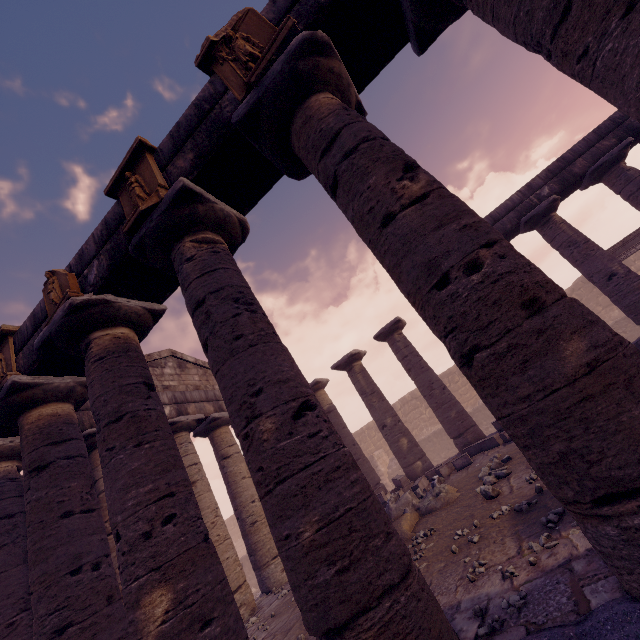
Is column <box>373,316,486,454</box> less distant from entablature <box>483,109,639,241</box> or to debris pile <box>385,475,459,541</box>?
entablature <box>483,109,639,241</box>

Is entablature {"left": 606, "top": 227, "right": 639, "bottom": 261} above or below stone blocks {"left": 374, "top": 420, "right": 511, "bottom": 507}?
above

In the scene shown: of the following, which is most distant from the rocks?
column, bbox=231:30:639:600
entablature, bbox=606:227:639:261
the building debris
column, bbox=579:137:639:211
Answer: the building debris

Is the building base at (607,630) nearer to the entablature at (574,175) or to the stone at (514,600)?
the stone at (514,600)

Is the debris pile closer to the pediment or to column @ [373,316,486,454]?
column @ [373,316,486,454]

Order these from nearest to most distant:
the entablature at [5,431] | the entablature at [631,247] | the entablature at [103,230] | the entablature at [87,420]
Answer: the entablature at [103,230], the entablature at [5,431], the entablature at [87,420], the entablature at [631,247]

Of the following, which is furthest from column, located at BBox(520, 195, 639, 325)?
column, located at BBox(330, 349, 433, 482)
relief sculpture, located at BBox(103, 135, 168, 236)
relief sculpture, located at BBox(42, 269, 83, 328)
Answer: relief sculpture, located at BBox(42, 269, 83, 328)

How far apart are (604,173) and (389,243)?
12.7m
